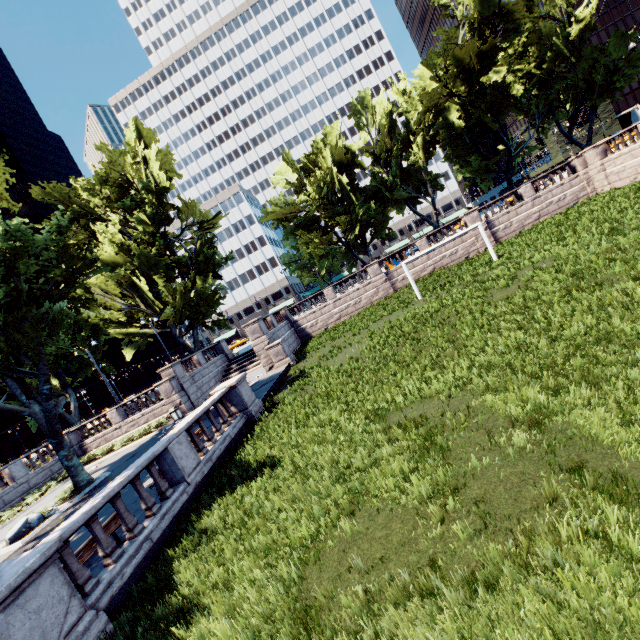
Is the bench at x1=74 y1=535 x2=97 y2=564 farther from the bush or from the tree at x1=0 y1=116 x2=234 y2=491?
the bush

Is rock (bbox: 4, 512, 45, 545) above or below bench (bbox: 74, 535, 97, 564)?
below

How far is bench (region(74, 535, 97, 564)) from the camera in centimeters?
736cm

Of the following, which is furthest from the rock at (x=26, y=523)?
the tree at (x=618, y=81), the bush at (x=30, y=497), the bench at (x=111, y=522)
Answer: the bench at (x=111, y=522)

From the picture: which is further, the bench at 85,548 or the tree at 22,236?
the tree at 22,236

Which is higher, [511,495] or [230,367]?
[230,367]

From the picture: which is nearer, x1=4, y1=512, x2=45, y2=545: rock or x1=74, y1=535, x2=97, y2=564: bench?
x1=74, y1=535, x2=97, y2=564: bench

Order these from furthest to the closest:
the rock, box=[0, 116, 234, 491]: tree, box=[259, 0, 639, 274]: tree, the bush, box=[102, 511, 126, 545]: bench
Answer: box=[259, 0, 639, 274]: tree
the bush
box=[0, 116, 234, 491]: tree
the rock
box=[102, 511, 126, 545]: bench
